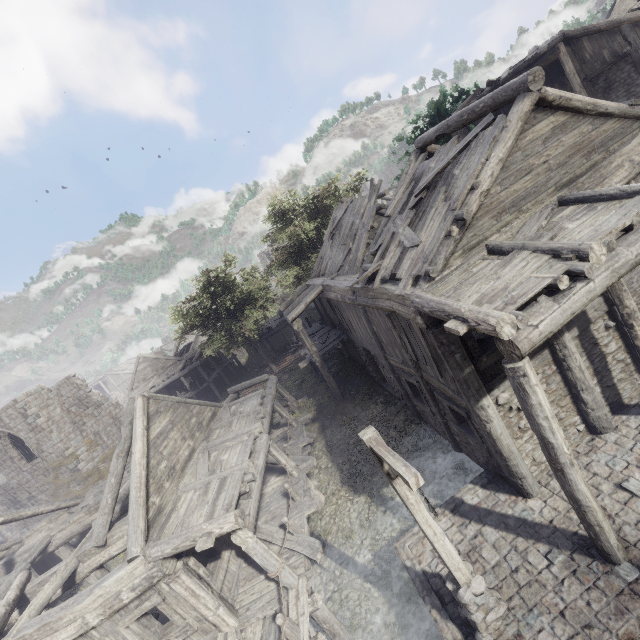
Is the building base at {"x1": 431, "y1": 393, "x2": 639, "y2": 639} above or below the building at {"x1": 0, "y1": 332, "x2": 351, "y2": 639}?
below

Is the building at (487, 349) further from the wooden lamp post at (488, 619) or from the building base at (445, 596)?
the wooden lamp post at (488, 619)

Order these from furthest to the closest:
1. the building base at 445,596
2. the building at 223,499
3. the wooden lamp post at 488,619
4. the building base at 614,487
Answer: the building at 223,499, the building base at 445,596, the building base at 614,487, the wooden lamp post at 488,619

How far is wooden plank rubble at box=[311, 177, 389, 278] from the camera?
14.1 meters

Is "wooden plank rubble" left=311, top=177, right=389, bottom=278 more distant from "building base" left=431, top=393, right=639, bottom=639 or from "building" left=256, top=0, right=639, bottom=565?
"building base" left=431, top=393, right=639, bottom=639

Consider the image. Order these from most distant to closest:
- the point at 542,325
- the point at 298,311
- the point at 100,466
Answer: the point at 100,466
the point at 298,311
the point at 542,325

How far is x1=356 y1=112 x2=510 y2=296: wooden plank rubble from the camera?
7.4m

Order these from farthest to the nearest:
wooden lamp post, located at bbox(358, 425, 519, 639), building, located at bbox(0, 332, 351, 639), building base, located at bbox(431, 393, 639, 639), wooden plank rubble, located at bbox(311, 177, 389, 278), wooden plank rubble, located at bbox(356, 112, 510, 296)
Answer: wooden plank rubble, located at bbox(311, 177, 389, 278), building, located at bbox(0, 332, 351, 639), wooden plank rubble, located at bbox(356, 112, 510, 296), building base, located at bbox(431, 393, 639, 639), wooden lamp post, located at bbox(358, 425, 519, 639)
